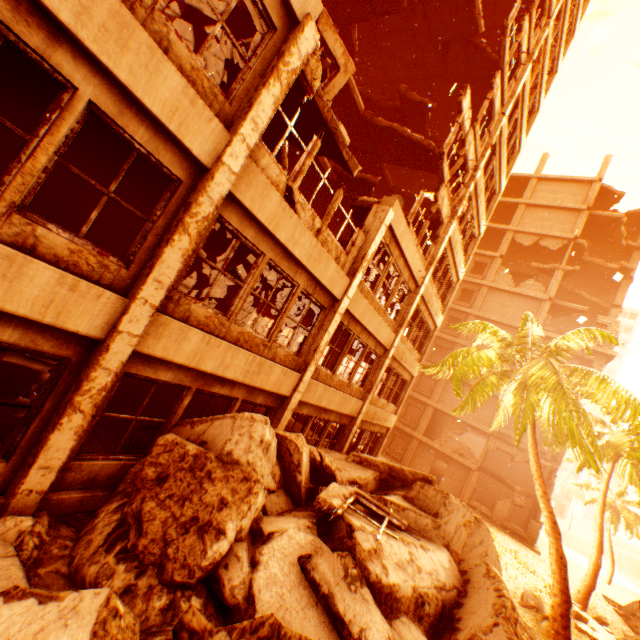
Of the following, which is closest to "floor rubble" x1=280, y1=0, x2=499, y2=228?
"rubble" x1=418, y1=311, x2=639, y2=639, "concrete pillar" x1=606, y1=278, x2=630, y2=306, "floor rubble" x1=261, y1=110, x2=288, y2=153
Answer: "rubble" x1=418, y1=311, x2=639, y2=639

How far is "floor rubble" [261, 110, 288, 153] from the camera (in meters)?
8.10

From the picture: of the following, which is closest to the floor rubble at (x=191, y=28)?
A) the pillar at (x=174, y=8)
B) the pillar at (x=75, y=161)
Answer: the pillar at (x=174, y=8)

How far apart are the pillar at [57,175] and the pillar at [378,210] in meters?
8.1

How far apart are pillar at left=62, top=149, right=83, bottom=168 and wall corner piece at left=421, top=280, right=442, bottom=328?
12.61m

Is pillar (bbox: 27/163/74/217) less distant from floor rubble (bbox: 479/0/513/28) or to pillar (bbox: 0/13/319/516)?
floor rubble (bbox: 479/0/513/28)

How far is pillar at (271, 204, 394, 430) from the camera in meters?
8.7 m

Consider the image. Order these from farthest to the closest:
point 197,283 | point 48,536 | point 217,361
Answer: point 197,283, point 217,361, point 48,536
